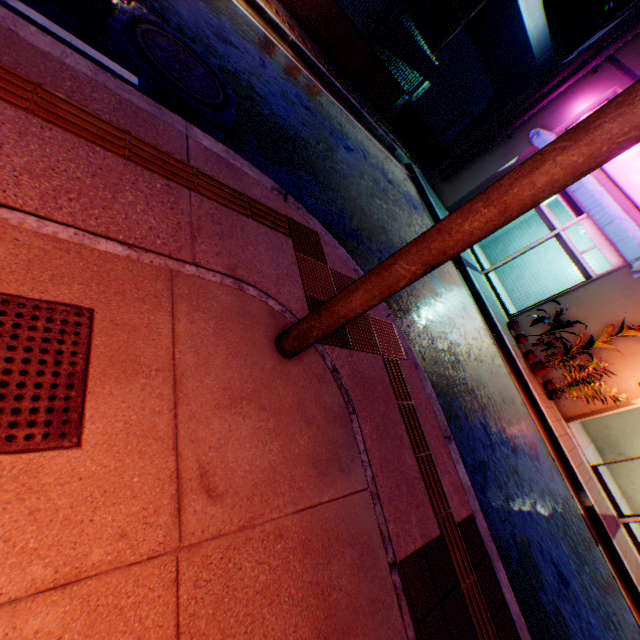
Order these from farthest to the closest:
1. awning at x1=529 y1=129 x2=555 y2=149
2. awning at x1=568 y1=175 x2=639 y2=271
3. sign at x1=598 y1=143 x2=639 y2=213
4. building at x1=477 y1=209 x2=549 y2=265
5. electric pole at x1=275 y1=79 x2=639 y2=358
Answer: building at x1=477 y1=209 x2=549 y2=265 → awning at x1=529 y1=129 x2=555 y2=149 → sign at x1=598 y1=143 x2=639 y2=213 → awning at x1=568 y1=175 x2=639 y2=271 → electric pole at x1=275 y1=79 x2=639 y2=358

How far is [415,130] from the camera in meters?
12.8 m

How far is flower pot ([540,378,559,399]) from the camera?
8.61m

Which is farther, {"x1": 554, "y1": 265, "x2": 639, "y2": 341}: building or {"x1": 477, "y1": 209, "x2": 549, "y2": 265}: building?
{"x1": 477, "y1": 209, "x2": 549, "y2": 265}: building

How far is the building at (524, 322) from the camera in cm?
949

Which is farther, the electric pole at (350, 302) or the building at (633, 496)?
the building at (633, 496)

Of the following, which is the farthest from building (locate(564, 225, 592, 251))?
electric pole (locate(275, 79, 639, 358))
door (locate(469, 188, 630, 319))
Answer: electric pole (locate(275, 79, 639, 358))

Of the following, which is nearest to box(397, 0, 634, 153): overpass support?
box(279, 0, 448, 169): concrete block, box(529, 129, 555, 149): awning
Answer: box(279, 0, 448, 169): concrete block
